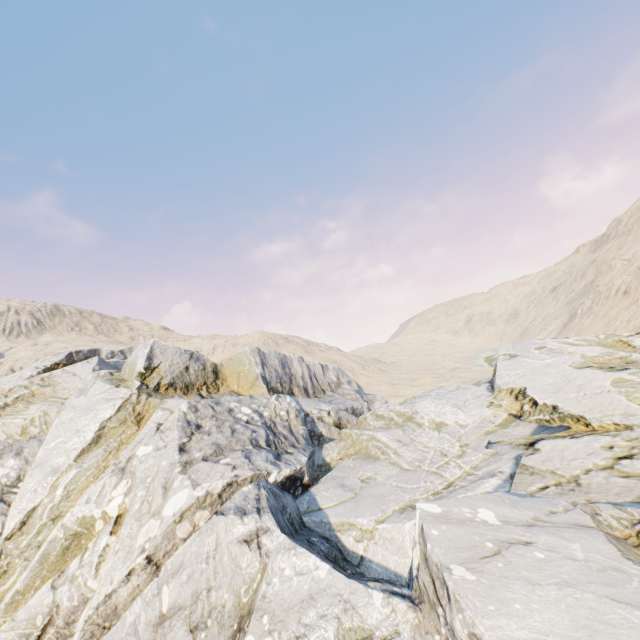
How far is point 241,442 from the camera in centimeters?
1145cm
